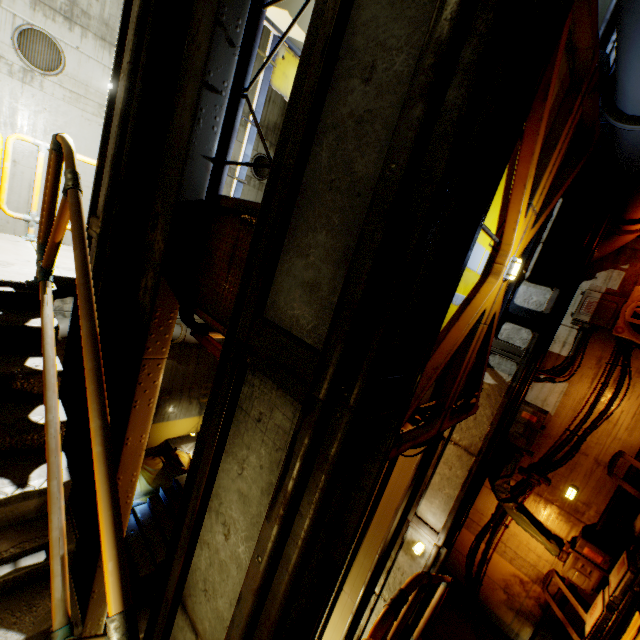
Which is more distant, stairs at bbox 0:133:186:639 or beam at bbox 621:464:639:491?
beam at bbox 621:464:639:491

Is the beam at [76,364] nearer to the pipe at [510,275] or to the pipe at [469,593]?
the pipe at [510,275]

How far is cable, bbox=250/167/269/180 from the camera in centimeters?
1063cm

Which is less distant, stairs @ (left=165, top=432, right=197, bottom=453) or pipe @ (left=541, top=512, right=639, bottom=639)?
pipe @ (left=541, top=512, right=639, bottom=639)

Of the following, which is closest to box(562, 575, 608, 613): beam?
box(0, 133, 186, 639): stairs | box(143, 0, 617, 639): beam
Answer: box(0, 133, 186, 639): stairs

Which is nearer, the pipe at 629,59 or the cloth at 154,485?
the pipe at 629,59

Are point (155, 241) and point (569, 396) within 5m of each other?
no

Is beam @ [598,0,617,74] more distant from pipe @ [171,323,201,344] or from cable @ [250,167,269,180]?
cable @ [250,167,269,180]
